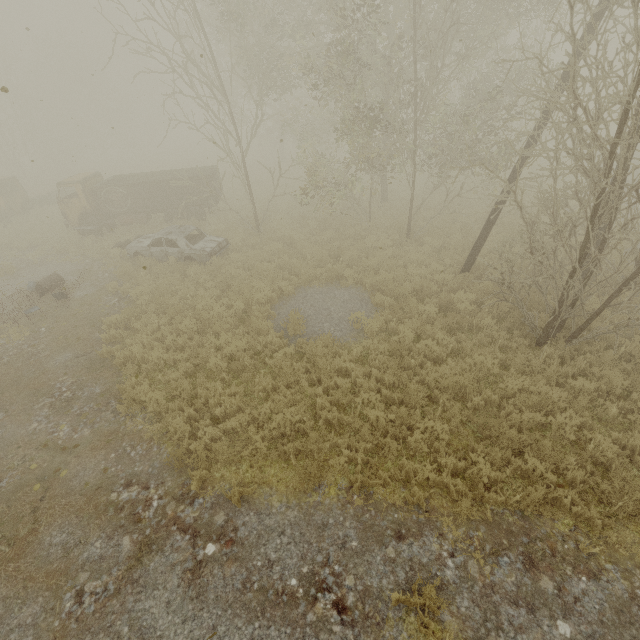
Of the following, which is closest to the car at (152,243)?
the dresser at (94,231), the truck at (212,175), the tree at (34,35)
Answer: the tree at (34,35)

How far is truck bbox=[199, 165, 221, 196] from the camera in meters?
16.9

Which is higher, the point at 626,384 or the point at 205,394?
the point at 626,384

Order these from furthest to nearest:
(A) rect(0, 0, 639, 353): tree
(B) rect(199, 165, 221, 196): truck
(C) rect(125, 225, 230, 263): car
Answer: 1. (B) rect(199, 165, 221, 196): truck
2. (C) rect(125, 225, 230, 263): car
3. (A) rect(0, 0, 639, 353): tree

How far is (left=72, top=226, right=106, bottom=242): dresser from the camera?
16.3m

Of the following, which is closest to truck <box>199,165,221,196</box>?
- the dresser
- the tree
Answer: the dresser

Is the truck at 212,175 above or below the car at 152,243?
above

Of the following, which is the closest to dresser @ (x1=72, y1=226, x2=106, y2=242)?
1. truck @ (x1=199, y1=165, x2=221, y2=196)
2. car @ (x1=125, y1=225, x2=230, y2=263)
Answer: truck @ (x1=199, y1=165, x2=221, y2=196)
